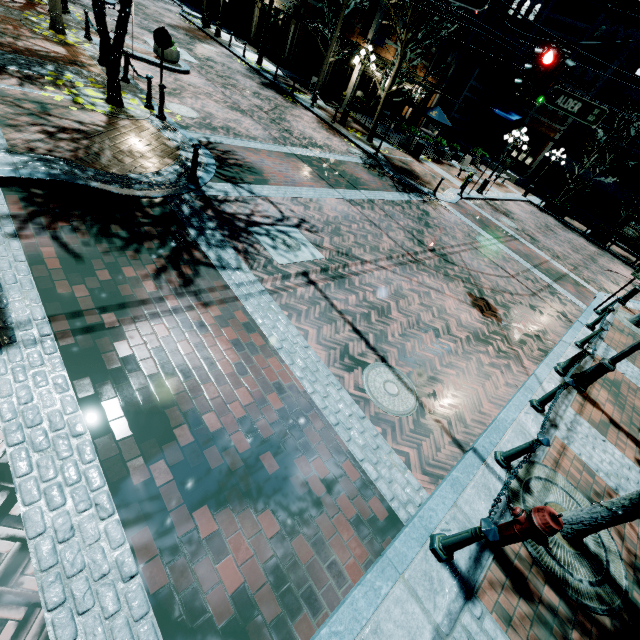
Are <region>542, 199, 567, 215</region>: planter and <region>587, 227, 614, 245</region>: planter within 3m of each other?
yes

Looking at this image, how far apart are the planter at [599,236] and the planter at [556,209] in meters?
2.4

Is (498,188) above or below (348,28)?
below

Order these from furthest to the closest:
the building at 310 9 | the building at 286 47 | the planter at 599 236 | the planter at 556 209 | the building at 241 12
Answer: the building at 241 12, the planter at 556 209, the building at 286 47, the planter at 599 236, the building at 310 9

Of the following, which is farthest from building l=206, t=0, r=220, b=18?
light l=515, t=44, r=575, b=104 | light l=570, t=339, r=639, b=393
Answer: light l=570, t=339, r=639, b=393

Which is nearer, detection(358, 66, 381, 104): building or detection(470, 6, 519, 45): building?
detection(358, 66, 381, 104): building

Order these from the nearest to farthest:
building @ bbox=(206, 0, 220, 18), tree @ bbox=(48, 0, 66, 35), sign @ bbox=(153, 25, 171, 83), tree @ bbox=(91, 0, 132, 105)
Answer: tree @ bbox=(91, 0, 132, 105)
sign @ bbox=(153, 25, 171, 83)
tree @ bbox=(48, 0, 66, 35)
building @ bbox=(206, 0, 220, 18)

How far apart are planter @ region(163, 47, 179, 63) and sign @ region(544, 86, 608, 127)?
14.4 meters
